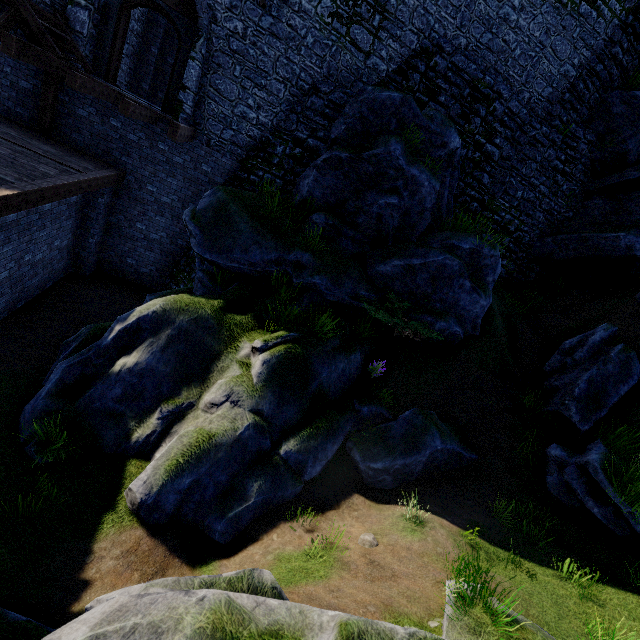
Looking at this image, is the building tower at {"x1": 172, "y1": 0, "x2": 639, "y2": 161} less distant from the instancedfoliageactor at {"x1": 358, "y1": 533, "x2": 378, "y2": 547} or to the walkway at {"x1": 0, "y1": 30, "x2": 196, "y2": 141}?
the walkway at {"x1": 0, "y1": 30, "x2": 196, "y2": 141}

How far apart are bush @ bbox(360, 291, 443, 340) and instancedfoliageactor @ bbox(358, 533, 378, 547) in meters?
4.7 m

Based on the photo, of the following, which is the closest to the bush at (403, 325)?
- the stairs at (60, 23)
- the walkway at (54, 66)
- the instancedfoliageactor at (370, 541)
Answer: the instancedfoliageactor at (370, 541)

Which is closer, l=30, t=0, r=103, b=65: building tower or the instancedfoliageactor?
the instancedfoliageactor

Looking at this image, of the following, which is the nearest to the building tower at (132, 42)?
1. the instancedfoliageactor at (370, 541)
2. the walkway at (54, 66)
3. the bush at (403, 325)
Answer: the walkway at (54, 66)

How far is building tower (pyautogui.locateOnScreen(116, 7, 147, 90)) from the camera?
12.7m

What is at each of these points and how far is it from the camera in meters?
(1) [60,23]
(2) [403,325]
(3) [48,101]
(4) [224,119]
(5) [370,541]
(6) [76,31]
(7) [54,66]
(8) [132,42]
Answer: (1) stairs, 8.7
(2) bush, 9.0
(3) stairs, 9.8
(4) building tower, 11.2
(5) instancedfoliageactor, 5.8
(6) building tower, 9.4
(7) walkway, 8.9
(8) building tower, 13.3

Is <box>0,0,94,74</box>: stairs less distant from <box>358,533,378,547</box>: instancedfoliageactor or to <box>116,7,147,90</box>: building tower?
<box>116,7,147,90</box>: building tower
